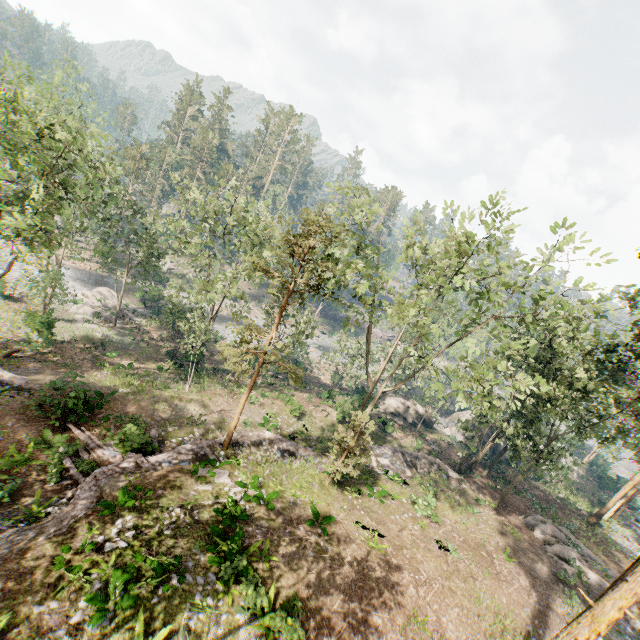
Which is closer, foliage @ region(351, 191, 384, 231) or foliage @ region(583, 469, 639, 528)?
foliage @ region(351, 191, 384, 231)

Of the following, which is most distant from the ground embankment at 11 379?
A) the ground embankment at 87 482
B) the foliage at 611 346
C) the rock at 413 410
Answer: the rock at 413 410

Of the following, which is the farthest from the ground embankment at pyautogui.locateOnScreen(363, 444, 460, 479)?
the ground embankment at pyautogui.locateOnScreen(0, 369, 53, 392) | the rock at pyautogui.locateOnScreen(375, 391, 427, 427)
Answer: the ground embankment at pyautogui.locateOnScreen(0, 369, 53, 392)

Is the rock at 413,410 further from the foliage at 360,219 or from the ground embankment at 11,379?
the ground embankment at 11,379

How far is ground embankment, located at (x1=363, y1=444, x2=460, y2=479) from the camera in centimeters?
2590cm

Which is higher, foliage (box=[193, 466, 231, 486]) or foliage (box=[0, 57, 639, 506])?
foliage (box=[0, 57, 639, 506])

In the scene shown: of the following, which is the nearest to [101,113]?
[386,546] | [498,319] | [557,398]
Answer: [498,319]
